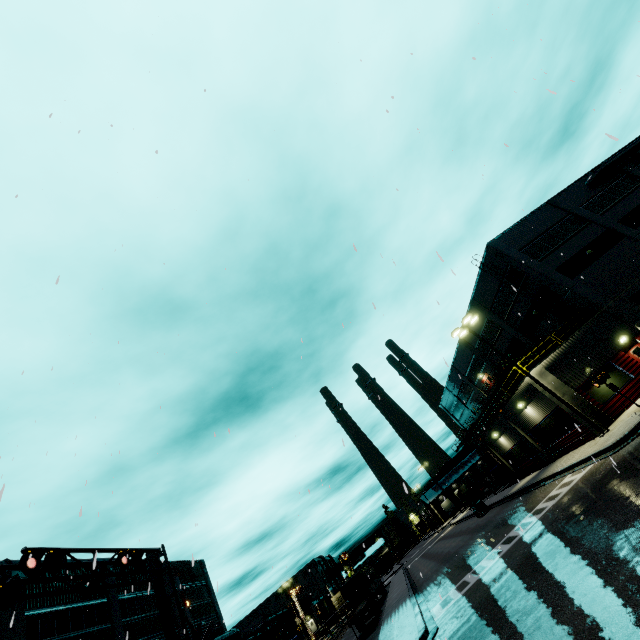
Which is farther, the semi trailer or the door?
the semi trailer

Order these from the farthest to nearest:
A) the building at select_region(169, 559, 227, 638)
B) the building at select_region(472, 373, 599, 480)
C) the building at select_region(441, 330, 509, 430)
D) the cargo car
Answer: the building at select_region(441, 330, 509, 430), the building at select_region(169, 559, 227, 638), the cargo car, the building at select_region(472, 373, 599, 480)

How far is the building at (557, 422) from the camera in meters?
21.5 m

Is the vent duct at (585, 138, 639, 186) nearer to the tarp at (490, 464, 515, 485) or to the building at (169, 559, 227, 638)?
the building at (169, 559, 227, 638)

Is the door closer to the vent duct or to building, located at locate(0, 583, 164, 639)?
building, located at locate(0, 583, 164, 639)

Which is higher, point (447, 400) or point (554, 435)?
point (447, 400)

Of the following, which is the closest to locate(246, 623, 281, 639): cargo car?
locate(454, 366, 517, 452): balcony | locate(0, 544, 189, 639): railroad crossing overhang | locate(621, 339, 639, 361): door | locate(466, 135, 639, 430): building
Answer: locate(466, 135, 639, 430): building

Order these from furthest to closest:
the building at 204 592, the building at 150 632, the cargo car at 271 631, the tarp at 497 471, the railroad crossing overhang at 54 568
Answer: the tarp at 497 471 → the building at 204 592 → the cargo car at 271 631 → the building at 150 632 → the railroad crossing overhang at 54 568
